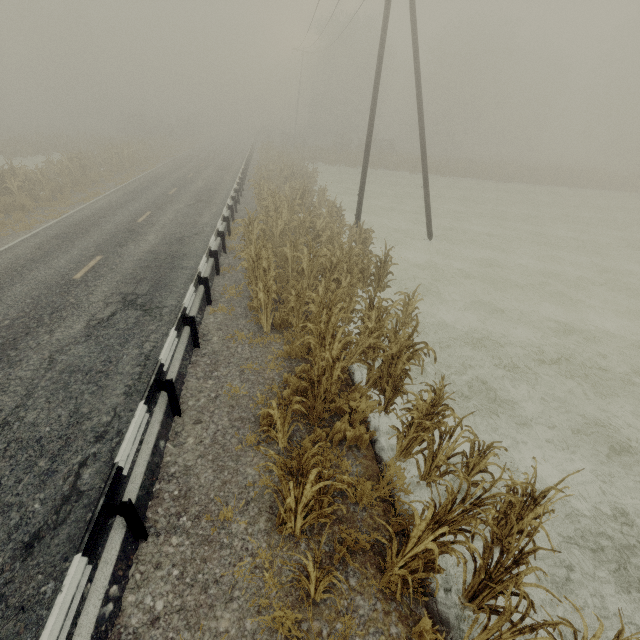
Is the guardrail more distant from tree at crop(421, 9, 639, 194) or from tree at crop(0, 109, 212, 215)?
tree at crop(421, 9, 639, 194)

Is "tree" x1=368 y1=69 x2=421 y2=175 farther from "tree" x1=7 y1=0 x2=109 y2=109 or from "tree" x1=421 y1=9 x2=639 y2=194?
"tree" x1=7 y1=0 x2=109 y2=109

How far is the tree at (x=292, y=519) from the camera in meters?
3.5

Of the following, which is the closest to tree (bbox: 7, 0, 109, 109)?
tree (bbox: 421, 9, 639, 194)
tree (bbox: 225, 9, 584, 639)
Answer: tree (bbox: 225, 9, 584, 639)

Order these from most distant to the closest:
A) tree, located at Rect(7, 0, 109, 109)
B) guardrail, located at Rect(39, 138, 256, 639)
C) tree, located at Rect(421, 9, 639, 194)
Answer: tree, located at Rect(7, 0, 109, 109) < tree, located at Rect(421, 9, 639, 194) < guardrail, located at Rect(39, 138, 256, 639)

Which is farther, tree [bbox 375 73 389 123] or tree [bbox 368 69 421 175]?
tree [bbox 375 73 389 123]

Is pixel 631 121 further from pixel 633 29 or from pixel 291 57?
pixel 291 57
